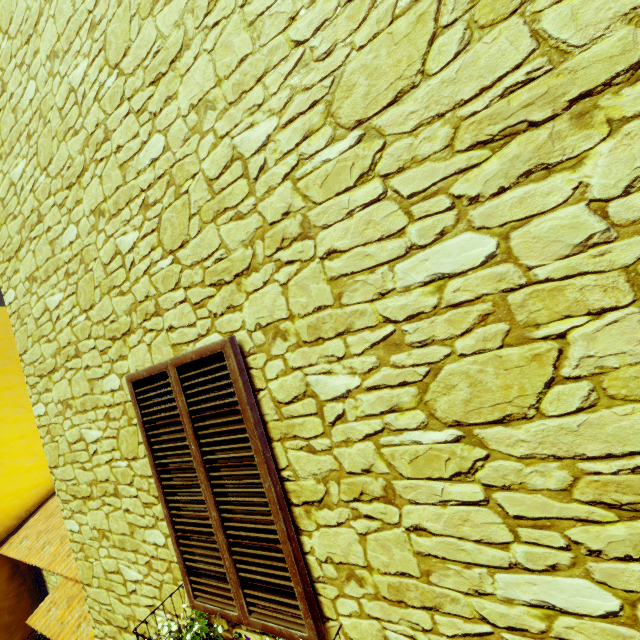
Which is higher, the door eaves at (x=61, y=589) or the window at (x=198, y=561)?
the window at (x=198, y=561)

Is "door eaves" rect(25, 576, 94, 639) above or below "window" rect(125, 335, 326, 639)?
below

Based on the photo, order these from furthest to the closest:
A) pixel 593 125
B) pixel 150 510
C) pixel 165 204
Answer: pixel 150 510
pixel 165 204
pixel 593 125

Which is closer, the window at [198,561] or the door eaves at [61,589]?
the window at [198,561]

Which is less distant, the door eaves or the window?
the window
